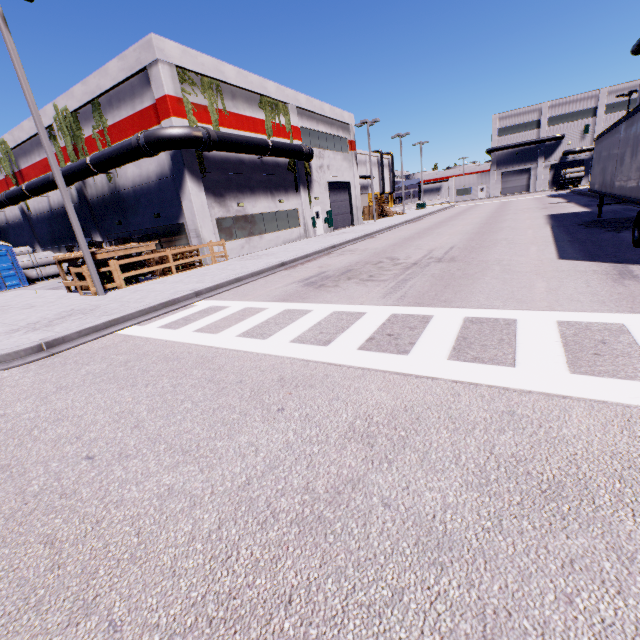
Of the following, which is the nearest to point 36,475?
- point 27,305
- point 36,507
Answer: point 36,507

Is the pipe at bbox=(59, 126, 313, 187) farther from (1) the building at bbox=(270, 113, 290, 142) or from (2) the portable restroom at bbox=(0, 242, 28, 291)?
(2) the portable restroom at bbox=(0, 242, 28, 291)

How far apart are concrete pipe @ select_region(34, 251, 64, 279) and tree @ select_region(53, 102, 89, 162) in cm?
712

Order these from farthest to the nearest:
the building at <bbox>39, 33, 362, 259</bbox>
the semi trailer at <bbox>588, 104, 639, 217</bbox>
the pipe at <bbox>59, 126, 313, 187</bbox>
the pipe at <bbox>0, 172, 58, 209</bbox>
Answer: the pipe at <bbox>0, 172, 58, 209</bbox> < the building at <bbox>39, 33, 362, 259</bbox> < the pipe at <bbox>59, 126, 313, 187</bbox> < the semi trailer at <bbox>588, 104, 639, 217</bbox>

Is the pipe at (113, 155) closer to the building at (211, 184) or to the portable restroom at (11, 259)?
the building at (211, 184)

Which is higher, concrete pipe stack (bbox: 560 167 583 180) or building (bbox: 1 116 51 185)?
building (bbox: 1 116 51 185)

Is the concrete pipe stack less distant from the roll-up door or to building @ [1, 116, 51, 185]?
the roll-up door

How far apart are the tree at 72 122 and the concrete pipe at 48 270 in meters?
7.1 m
